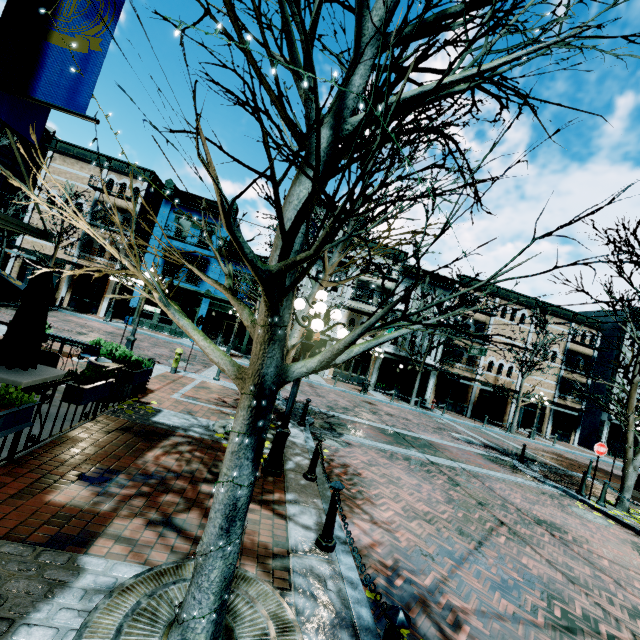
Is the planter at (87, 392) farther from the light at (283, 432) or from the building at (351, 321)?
the building at (351, 321)

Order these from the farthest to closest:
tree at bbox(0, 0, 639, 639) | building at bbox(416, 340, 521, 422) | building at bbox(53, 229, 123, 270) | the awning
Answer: building at bbox(416, 340, 521, 422)
building at bbox(53, 229, 123, 270)
the awning
tree at bbox(0, 0, 639, 639)

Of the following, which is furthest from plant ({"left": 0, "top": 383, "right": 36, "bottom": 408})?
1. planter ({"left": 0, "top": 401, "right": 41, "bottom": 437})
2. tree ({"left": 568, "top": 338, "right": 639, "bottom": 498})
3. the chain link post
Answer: tree ({"left": 568, "top": 338, "right": 639, "bottom": 498})

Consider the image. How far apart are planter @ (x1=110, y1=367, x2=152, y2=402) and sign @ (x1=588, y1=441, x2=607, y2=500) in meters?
14.3

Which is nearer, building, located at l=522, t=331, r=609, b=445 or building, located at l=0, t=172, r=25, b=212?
building, located at l=0, t=172, r=25, b=212

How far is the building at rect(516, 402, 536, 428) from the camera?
29.1m

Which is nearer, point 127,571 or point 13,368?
point 127,571

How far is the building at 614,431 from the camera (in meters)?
28.89
